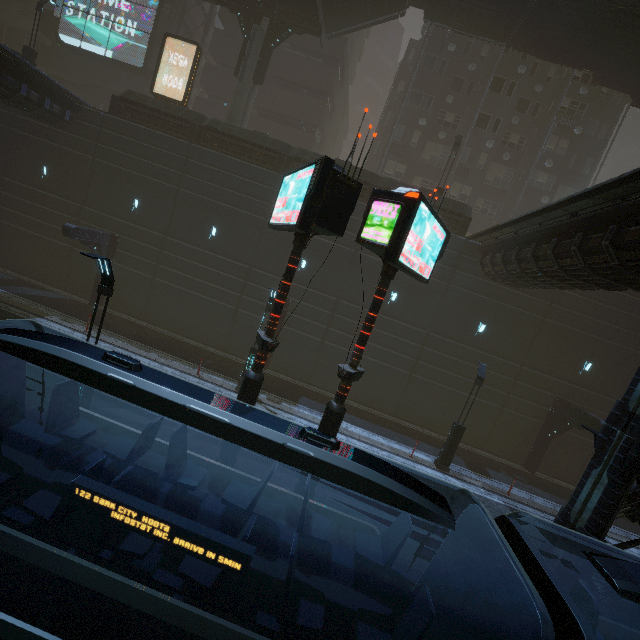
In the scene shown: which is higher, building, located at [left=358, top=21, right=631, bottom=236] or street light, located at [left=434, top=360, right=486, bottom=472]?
building, located at [left=358, top=21, right=631, bottom=236]

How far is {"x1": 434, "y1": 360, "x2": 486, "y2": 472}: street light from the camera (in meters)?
15.45

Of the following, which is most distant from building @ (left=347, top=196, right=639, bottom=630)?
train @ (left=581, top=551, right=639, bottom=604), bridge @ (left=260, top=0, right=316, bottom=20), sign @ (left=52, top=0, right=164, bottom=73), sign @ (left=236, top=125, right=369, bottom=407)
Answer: bridge @ (left=260, top=0, right=316, bottom=20)

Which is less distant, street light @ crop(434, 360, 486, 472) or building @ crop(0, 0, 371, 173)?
street light @ crop(434, 360, 486, 472)

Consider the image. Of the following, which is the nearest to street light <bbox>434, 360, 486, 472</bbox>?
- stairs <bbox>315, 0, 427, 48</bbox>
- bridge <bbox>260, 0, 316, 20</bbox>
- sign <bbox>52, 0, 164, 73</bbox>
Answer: stairs <bbox>315, 0, 427, 48</bbox>

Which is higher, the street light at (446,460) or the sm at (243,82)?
the sm at (243,82)

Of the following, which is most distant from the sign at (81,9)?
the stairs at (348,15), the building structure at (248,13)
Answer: the stairs at (348,15)

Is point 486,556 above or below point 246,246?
below
